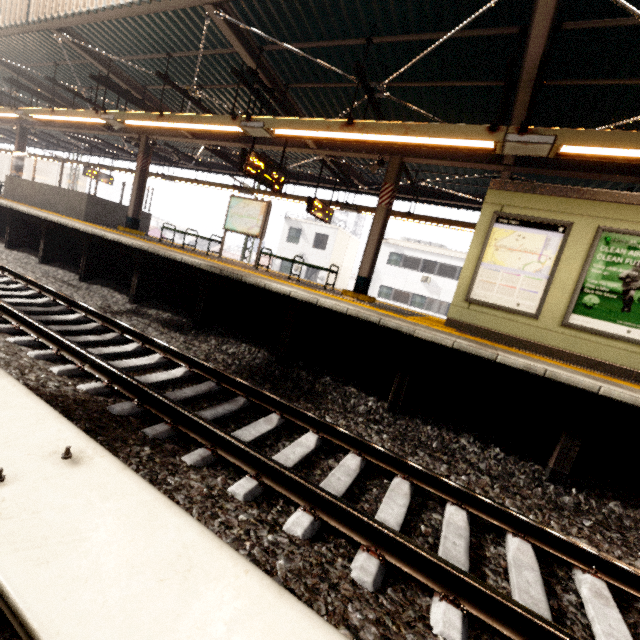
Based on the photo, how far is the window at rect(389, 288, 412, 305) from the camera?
27.63m

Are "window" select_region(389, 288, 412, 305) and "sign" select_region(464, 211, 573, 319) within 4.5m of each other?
no

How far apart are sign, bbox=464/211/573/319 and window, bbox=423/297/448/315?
21.2m

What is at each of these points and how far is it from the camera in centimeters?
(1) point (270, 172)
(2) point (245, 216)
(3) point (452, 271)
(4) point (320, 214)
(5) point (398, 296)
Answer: (1) sign, 795cm
(2) sign, 989cm
(3) window, 2611cm
(4) sign, 1069cm
(5) window, 2803cm

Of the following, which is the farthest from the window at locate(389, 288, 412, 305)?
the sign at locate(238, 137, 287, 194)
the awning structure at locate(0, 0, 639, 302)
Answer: the sign at locate(238, 137, 287, 194)

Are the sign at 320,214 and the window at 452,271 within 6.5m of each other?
Result: no

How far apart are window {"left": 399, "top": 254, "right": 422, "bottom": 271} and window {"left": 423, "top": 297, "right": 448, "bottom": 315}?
2.15m

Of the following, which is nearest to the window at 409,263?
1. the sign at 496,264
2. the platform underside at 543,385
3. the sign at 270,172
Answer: the sign at 270,172
